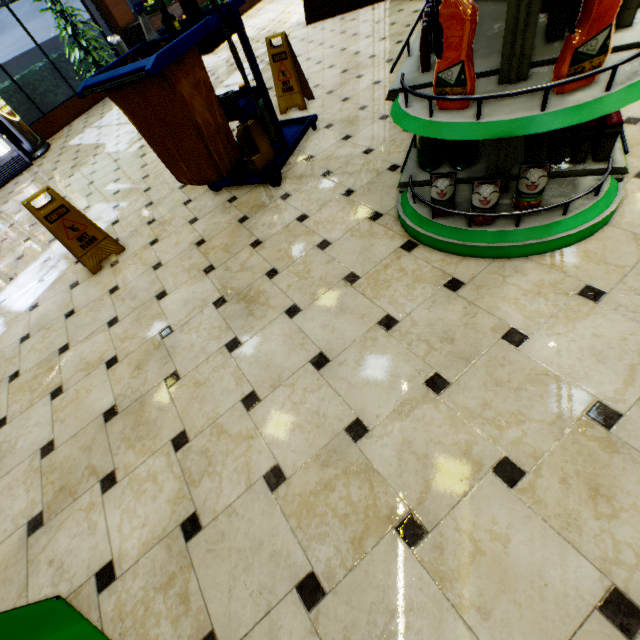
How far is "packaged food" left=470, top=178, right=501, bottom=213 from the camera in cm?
168

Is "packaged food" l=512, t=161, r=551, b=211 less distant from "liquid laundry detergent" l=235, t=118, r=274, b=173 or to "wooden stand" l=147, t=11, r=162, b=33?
"liquid laundry detergent" l=235, t=118, r=274, b=173

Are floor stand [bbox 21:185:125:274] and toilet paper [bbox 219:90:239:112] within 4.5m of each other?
yes

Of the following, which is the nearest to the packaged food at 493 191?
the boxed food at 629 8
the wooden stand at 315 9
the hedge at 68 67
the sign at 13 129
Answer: the boxed food at 629 8

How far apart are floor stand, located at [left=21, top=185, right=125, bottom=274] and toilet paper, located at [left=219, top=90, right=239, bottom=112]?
1.41m

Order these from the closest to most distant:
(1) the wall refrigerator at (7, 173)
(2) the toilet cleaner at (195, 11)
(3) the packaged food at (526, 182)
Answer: (3) the packaged food at (526, 182) → (2) the toilet cleaner at (195, 11) → (1) the wall refrigerator at (7, 173)

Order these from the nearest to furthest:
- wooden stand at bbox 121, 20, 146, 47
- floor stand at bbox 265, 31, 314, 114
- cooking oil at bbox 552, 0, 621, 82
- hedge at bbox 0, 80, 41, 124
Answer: cooking oil at bbox 552, 0, 621, 82, floor stand at bbox 265, 31, 314, 114, hedge at bbox 0, 80, 41, 124, wooden stand at bbox 121, 20, 146, 47

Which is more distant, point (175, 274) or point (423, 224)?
point (175, 274)
